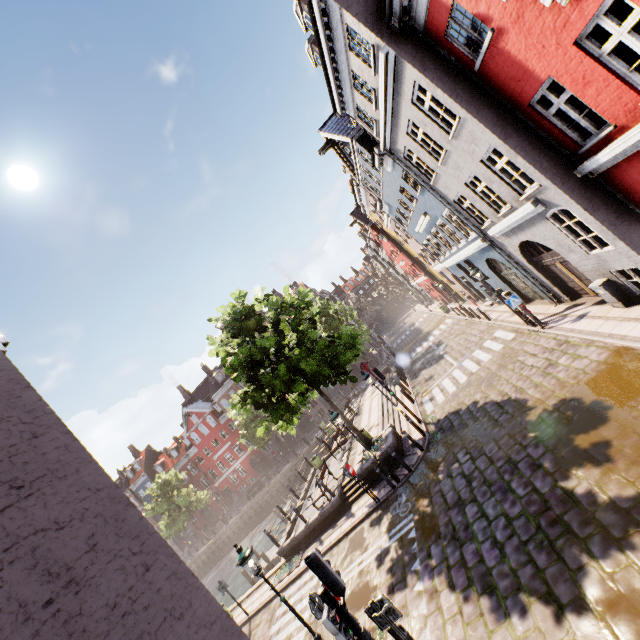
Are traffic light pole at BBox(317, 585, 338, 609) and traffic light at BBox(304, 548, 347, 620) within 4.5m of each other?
yes

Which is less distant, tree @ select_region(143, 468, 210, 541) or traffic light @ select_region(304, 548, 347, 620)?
traffic light @ select_region(304, 548, 347, 620)

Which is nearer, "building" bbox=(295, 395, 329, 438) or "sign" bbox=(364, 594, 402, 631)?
"sign" bbox=(364, 594, 402, 631)

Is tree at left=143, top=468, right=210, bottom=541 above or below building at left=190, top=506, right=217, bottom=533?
above

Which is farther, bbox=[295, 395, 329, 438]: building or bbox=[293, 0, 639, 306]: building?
bbox=[295, 395, 329, 438]: building

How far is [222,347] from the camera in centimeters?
1486cm

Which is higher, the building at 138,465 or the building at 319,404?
the building at 138,465

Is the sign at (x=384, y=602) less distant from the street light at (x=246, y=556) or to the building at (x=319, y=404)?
the street light at (x=246, y=556)
